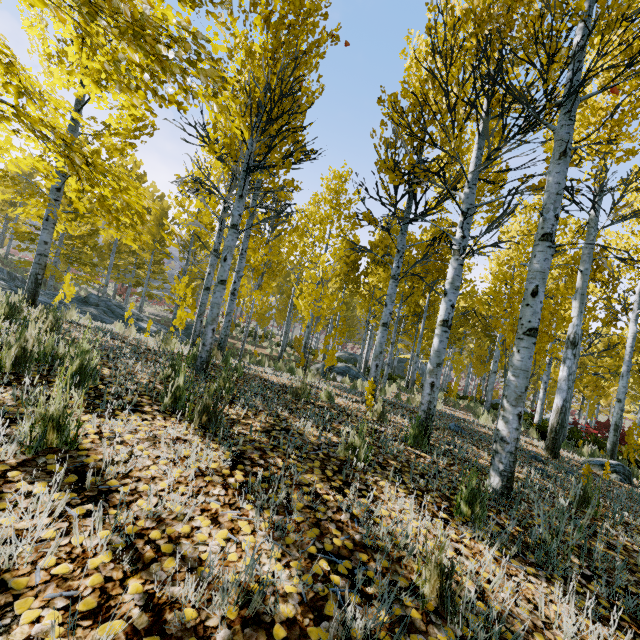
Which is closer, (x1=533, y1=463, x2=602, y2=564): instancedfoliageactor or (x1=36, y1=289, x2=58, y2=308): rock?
(x1=533, y1=463, x2=602, y2=564): instancedfoliageactor

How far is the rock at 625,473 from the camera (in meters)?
6.72

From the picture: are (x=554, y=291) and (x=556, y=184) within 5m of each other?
no

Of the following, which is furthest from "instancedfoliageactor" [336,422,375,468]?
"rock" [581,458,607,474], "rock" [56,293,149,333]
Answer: "rock" [56,293,149,333]

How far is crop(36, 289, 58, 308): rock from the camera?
9.39m

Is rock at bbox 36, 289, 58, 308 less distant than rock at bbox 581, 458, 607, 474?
No

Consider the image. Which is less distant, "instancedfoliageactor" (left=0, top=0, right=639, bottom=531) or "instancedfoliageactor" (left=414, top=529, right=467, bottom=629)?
"instancedfoliageactor" (left=414, top=529, right=467, bottom=629)

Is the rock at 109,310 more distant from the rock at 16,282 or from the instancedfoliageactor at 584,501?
the instancedfoliageactor at 584,501
